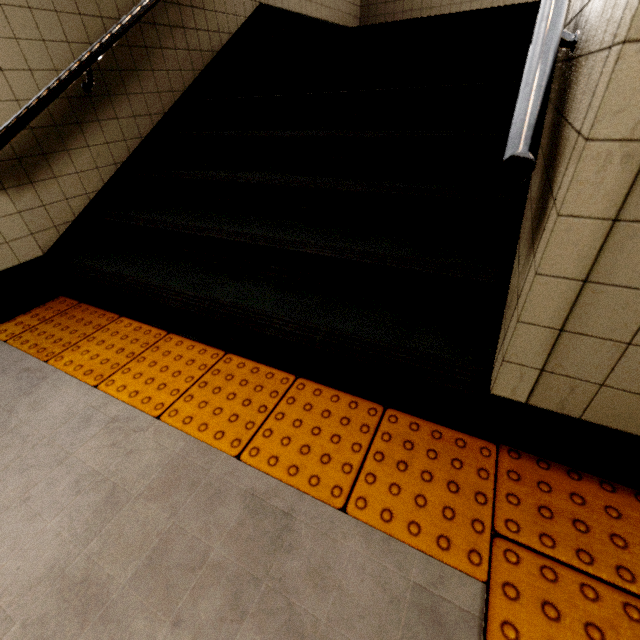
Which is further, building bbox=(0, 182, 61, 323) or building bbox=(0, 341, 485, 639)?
building bbox=(0, 182, 61, 323)

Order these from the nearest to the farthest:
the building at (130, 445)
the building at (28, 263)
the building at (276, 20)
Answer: the building at (130, 445), the building at (28, 263), the building at (276, 20)

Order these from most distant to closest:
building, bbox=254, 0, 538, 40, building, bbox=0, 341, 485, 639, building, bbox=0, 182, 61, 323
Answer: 1. building, bbox=254, 0, 538, 40
2. building, bbox=0, 182, 61, 323
3. building, bbox=0, 341, 485, 639

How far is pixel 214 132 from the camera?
2.7 meters

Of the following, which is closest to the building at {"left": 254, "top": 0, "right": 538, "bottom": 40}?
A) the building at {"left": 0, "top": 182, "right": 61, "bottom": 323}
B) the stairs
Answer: the stairs

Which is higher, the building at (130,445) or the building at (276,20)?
the building at (276,20)

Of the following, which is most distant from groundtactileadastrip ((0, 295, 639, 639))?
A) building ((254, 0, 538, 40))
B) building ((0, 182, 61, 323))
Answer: building ((254, 0, 538, 40))

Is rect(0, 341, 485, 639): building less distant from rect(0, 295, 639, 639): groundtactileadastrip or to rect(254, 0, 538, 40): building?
rect(0, 295, 639, 639): groundtactileadastrip
